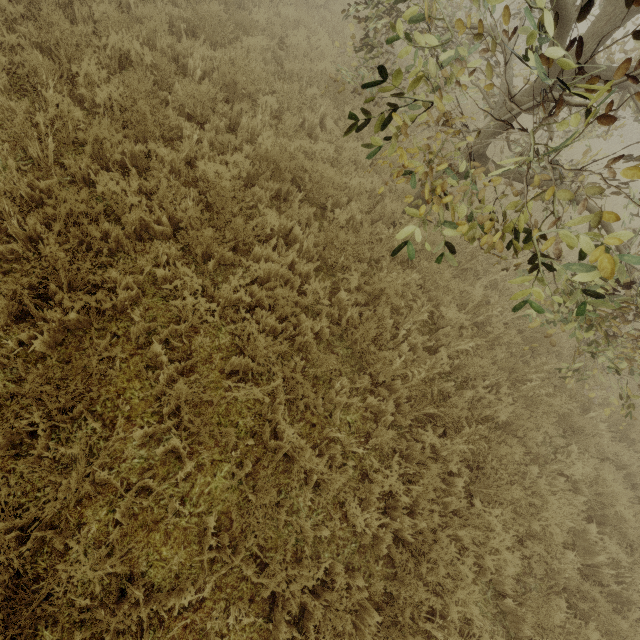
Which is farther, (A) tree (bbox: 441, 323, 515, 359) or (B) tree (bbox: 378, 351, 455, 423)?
(A) tree (bbox: 441, 323, 515, 359)

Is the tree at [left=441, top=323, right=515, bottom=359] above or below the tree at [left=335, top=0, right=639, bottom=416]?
below

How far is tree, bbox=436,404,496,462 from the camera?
4.0 meters

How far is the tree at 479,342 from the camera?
4.9 meters

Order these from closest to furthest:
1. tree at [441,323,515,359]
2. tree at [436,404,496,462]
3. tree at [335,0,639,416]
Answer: tree at [335,0,639,416], tree at [436,404,496,462], tree at [441,323,515,359]

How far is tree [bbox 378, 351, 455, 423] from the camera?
4.1m

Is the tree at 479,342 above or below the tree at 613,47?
below

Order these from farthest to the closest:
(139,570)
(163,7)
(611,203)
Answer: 1. (611,203)
2. (163,7)
3. (139,570)
